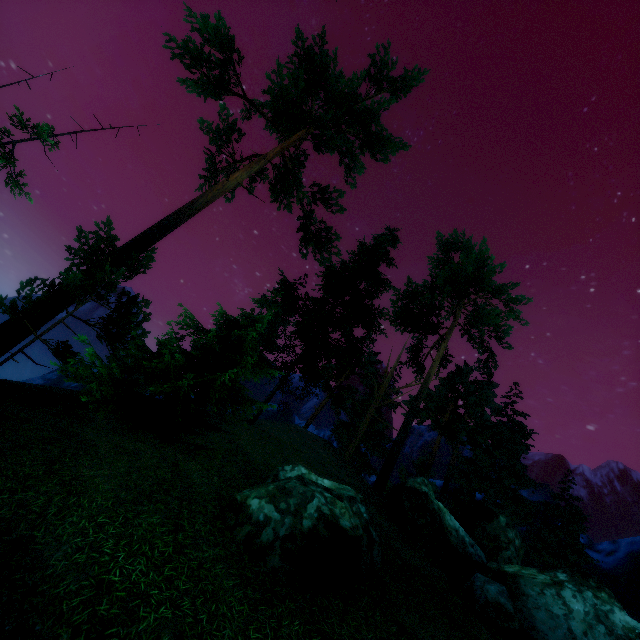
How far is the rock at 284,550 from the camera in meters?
7.5

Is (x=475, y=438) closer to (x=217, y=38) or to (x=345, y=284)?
(x=345, y=284)

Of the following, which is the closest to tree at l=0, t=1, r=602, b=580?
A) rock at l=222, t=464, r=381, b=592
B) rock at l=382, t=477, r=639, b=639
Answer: rock at l=382, t=477, r=639, b=639

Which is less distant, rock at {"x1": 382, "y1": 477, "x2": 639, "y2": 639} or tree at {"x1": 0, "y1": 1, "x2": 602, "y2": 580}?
rock at {"x1": 382, "y1": 477, "x2": 639, "y2": 639}

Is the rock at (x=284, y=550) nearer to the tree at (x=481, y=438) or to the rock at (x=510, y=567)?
the rock at (x=510, y=567)

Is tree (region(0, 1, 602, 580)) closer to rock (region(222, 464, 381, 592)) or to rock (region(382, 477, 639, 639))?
rock (region(382, 477, 639, 639))

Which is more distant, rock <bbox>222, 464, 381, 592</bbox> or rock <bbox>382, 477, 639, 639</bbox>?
rock <bbox>382, 477, 639, 639</bbox>
